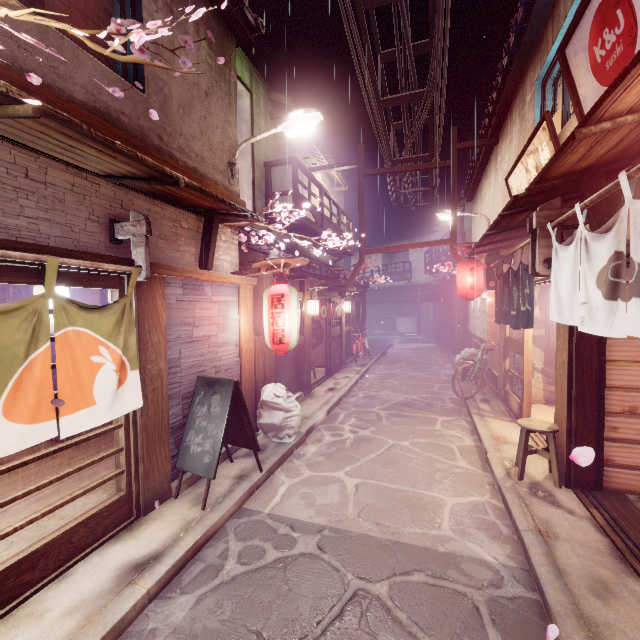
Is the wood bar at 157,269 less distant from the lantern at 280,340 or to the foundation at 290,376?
the lantern at 280,340

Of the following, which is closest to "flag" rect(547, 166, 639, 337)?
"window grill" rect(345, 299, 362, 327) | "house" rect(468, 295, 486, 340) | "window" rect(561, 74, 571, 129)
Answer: "window" rect(561, 74, 571, 129)

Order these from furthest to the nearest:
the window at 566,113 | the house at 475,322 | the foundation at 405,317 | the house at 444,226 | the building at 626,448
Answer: the foundation at 405,317 < the house at 444,226 < the house at 475,322 < the window at 566,113 < the building at 626,448

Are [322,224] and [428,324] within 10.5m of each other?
no

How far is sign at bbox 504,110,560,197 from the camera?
8.66m

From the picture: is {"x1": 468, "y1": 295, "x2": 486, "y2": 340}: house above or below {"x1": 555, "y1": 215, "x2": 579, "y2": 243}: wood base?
below

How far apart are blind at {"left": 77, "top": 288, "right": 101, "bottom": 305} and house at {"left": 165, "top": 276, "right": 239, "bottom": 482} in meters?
4.2 m

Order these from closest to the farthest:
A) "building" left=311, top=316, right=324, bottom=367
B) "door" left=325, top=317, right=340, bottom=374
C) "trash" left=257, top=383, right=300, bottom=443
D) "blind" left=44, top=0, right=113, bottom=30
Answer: "blind" left=44, top=0, right=113, bottom=30 < "trash" left=257, top=383, right=300, bottom=443 < "door" left=325, top=317, right=340, bottom=374 < "building" left=311, top=316, right=324, bottom=367
